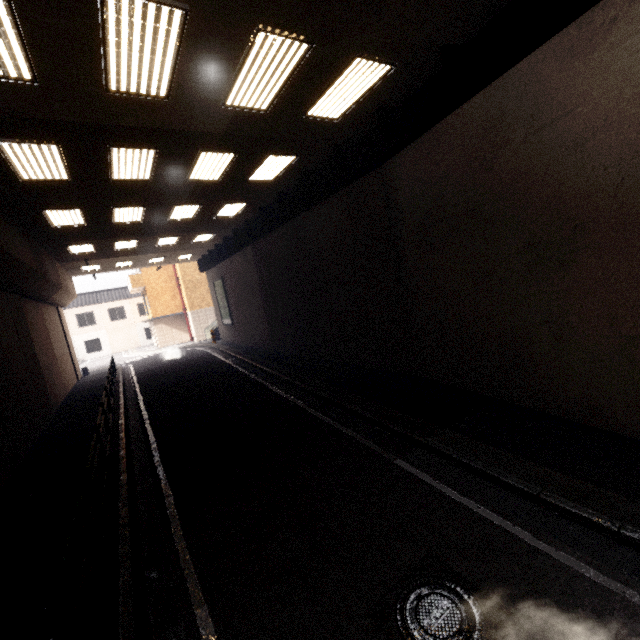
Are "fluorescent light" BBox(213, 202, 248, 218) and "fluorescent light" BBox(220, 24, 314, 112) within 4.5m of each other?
no

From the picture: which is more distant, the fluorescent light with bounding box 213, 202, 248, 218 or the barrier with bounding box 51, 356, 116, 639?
the fluorescent light with bounding box 213, 202, 248, 218

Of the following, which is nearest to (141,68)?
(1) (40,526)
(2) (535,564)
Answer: (1) (40,526)

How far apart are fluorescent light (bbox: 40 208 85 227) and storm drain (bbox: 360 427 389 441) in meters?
10.9 m

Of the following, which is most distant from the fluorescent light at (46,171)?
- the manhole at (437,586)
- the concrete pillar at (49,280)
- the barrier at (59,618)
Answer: the manhole at (437,586)

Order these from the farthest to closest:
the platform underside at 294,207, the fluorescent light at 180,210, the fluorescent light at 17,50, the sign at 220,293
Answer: the sign at 220,293
the fluorescent light at 180,210
the platform underside at 294,207
the fluorescent light at 17,50

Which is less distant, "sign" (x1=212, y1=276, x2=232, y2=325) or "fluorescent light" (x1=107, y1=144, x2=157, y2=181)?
"fluorescent light" (x1=107, y1=144, x2=157, y2=181)

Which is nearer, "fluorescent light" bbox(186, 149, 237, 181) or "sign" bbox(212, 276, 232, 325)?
"fluorescent light" bbox(186, 149, 237, 181)
